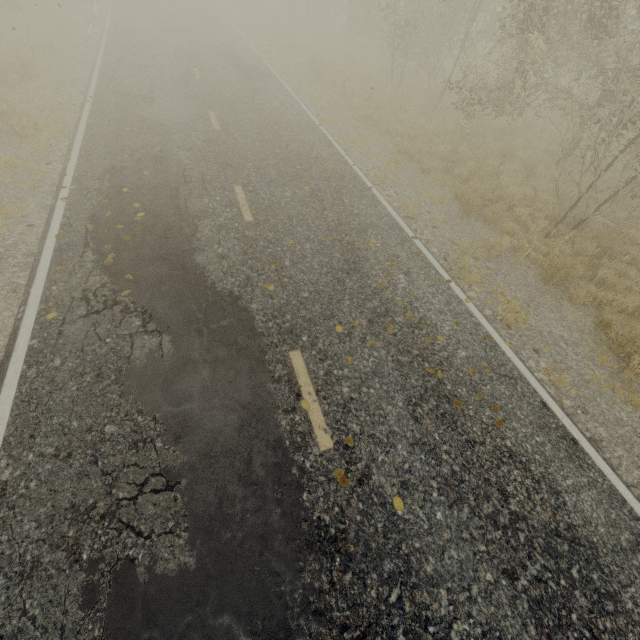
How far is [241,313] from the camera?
5.2m
